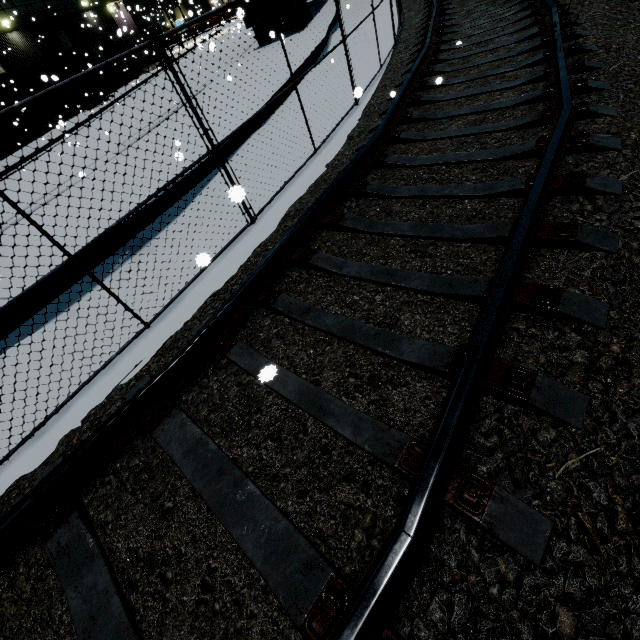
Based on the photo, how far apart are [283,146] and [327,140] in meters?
1.0
